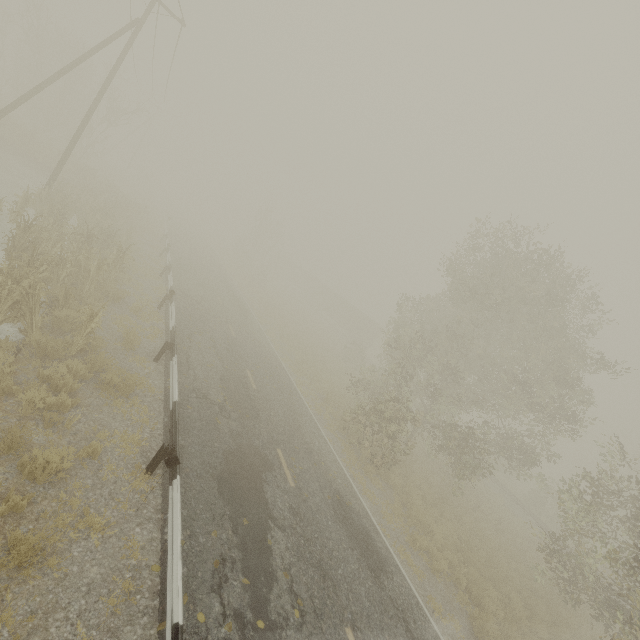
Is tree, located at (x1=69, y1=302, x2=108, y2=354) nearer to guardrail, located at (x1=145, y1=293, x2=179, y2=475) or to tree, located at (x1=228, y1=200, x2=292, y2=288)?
guardrail, located at (x1=145, y1=293, x2=179, y2=475)

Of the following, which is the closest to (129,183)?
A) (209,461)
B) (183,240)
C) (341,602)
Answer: (183,240)

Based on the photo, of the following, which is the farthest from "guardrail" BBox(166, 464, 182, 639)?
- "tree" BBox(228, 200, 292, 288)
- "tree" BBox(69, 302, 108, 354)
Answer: "tree" BBox(228, 200, 292, 288)

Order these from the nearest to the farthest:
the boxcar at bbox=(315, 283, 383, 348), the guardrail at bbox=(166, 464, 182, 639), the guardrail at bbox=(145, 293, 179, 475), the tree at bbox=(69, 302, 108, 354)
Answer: the guardrail at bbox=(166, 464, 182, 639)
the guardrail at bbox=(145, 293, 179, 475)
the tree at bbox=(69, 302, 108, 354)
the boxcar at bbox=(315, 283, 383, 348)

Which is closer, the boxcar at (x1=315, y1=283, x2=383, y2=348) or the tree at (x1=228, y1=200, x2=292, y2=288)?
the tree at (x1=228, y1=200, x2=292, y2=288)

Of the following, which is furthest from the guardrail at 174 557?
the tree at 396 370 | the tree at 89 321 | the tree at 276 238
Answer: the tree at 276 238

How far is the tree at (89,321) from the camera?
8.4m

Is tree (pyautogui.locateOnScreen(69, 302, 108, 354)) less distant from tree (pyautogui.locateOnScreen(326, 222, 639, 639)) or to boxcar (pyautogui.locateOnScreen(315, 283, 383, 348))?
tree (pyautogui.locateOnScreen(326, 222, 639, 639))
